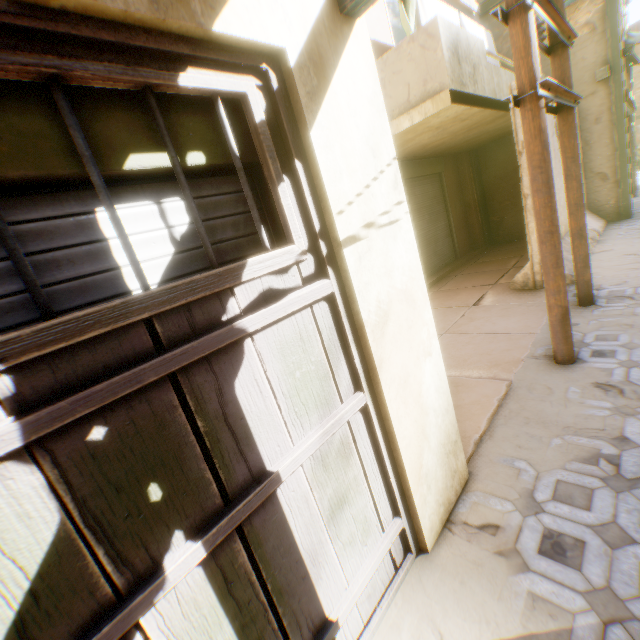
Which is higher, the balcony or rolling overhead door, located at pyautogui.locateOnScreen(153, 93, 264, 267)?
the balcony

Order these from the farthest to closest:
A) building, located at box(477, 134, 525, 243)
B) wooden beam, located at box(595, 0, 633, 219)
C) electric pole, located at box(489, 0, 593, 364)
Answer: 1. building, located at box(477, 134, 525, 243)
2. wooden beam, located at box(595, 0, 633, 219)
3. electric pole, located at box(489, 0, 593, 364)

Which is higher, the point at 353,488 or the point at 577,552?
the point at 353,488

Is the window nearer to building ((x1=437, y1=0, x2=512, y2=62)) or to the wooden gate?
building ((x1=437, y1=0, x2=512, y2=62))

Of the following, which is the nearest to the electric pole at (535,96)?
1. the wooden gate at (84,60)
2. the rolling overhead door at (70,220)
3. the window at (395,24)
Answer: the rolling overhead door at (70,220)

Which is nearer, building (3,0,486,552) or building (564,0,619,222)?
building (3,0,486,552)

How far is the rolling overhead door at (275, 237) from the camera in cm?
143

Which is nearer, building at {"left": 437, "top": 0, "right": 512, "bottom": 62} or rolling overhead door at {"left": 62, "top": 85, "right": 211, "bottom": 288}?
rolling overhead door at {"left": 62, "top": 85, "right": 211, "bottom": 288}
